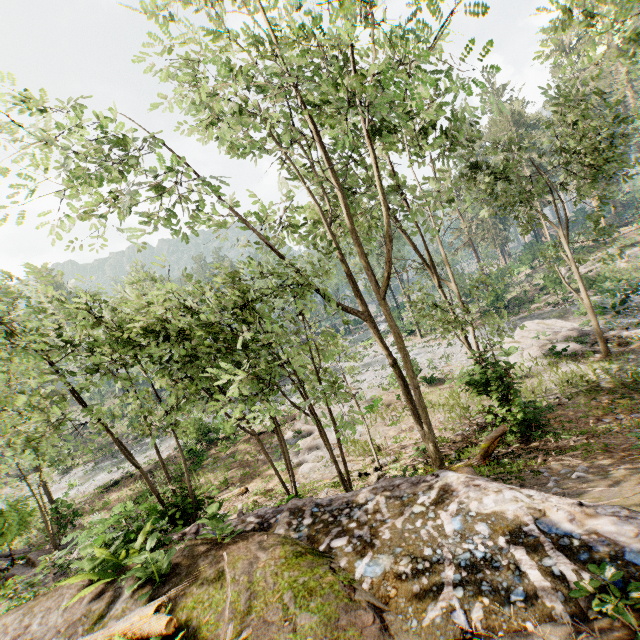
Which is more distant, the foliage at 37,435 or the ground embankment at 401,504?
the foliage at 37,435

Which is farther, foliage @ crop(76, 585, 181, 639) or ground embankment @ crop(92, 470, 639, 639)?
foliage @ crop(76, 585, 181, 639)

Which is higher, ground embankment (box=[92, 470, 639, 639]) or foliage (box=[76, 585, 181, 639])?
foliage (box=[76, 585, 181, 639])

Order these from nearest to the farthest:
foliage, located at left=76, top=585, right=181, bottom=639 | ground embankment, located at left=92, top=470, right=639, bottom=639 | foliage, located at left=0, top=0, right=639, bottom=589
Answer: ground embankment, located at left=92, top=470, right=639, bottom=639, foliage, located at left=76, top=585, right=181, bottom=639, foliage, located at left=0, top=0, right=639, bottom=589

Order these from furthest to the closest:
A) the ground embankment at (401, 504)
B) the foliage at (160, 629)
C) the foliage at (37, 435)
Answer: the foliage at (37, 435) → the foliage at (160, 629) → the ground embankment at (401, 504)

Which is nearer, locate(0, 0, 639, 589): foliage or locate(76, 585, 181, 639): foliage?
locate(76, 585, 181, 639): foliage

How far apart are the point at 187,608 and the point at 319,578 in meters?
2.2 m
